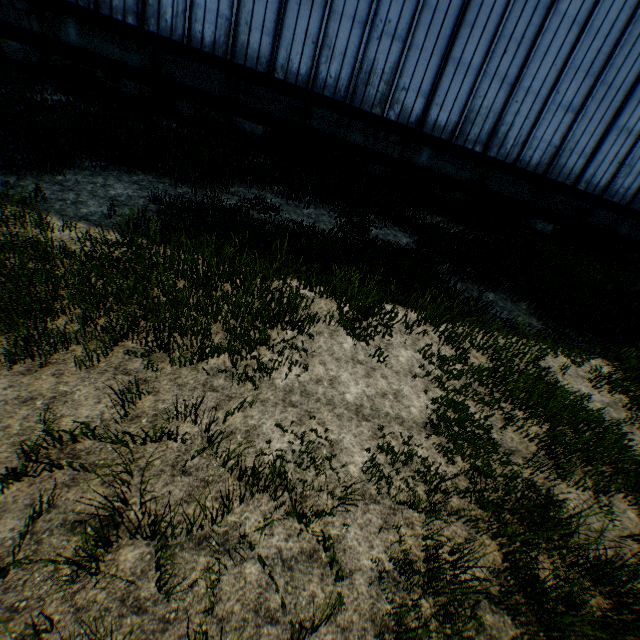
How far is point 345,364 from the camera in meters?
4.9 m
